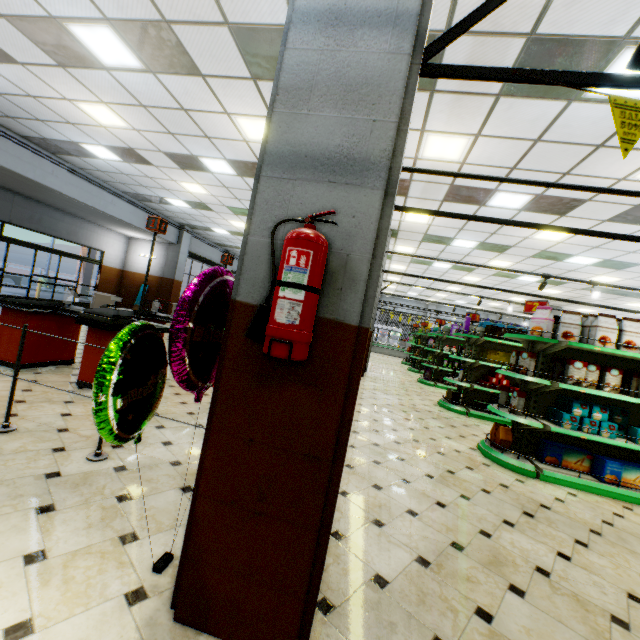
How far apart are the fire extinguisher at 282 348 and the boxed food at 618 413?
4.7 meters

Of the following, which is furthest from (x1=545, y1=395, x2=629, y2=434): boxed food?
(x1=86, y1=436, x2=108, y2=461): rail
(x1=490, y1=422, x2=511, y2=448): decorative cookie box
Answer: (x1=86, y1=436, x2=108, y2=461): rail

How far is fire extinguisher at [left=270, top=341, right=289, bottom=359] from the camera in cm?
129

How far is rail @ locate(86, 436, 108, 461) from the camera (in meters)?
2.74

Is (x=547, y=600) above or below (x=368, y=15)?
below

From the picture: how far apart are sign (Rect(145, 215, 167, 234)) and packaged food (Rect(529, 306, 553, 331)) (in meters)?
5.54

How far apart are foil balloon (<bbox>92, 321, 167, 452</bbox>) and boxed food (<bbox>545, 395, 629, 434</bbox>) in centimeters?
438cm

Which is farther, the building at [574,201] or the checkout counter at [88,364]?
the checkout counter at [88,364]
